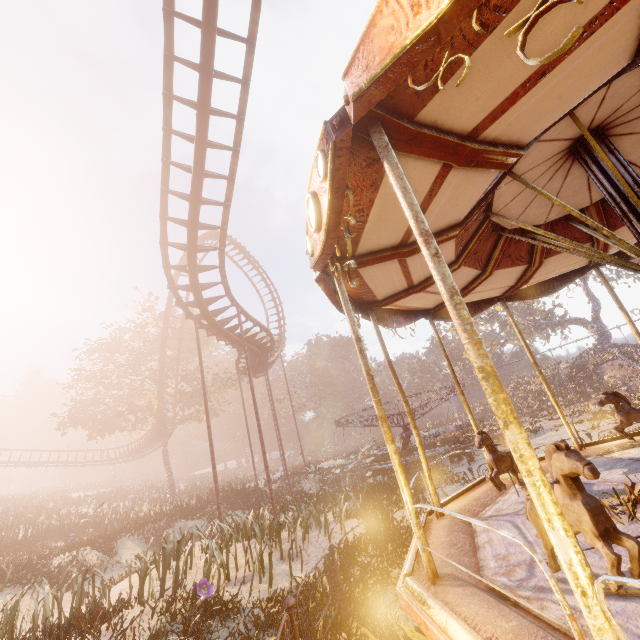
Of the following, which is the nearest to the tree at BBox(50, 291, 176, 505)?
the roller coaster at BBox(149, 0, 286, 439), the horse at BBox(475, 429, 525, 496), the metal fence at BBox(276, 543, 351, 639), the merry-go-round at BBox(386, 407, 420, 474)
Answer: the roller coaster at BBox(149, 0, 286, 439)

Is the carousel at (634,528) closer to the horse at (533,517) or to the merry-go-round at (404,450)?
the horse at (533,517)

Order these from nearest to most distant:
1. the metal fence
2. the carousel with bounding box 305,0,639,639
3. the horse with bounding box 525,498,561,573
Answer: the carousel with bounding box 305,0,639,639 → the horse with bounding box 525,498,561,573 → the metal fence

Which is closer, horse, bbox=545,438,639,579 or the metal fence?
horse, bbox=545,438,639,579

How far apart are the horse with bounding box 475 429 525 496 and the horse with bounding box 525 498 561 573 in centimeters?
208cm

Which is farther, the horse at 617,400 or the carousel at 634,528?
the horse at 617,400

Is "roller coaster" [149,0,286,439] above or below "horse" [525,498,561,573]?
above

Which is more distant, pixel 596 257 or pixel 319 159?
pixel 596 257
